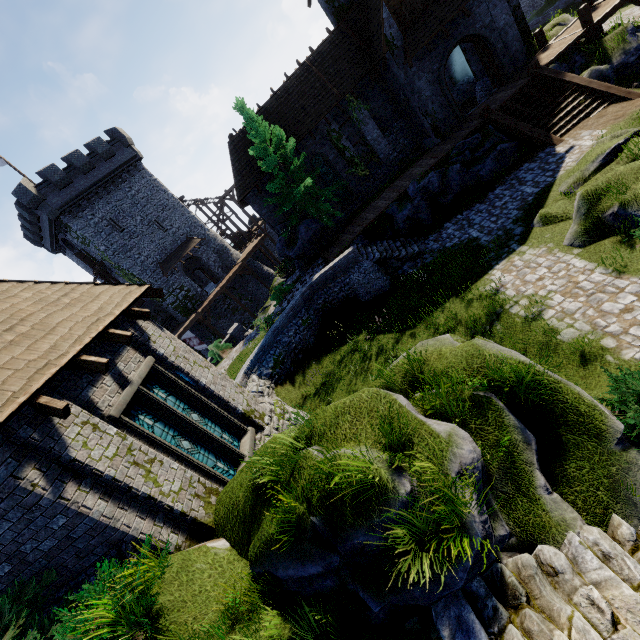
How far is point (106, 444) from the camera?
6.1m

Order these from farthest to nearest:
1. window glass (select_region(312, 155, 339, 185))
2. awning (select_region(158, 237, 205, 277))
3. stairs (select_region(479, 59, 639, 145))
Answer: Answer: awning (select_region(158, 237, 205, 277)), window glass (select_region(312, 155, 339, 185)), stairs (select_region(479, 59, 639, 145))

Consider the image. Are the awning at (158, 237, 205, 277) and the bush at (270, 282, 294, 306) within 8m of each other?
no

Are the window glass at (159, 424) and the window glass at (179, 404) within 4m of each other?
yes

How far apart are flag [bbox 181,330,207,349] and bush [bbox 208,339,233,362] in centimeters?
916cm

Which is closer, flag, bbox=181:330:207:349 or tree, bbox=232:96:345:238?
tree, bbox=232:96:345:238

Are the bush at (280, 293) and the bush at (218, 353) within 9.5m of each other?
yes

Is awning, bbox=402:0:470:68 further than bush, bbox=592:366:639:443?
Yes
